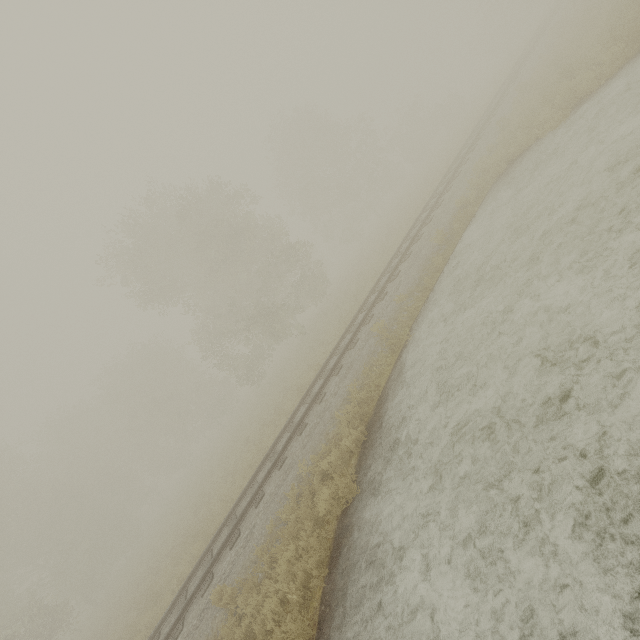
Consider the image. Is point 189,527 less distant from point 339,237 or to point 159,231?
point 159,231

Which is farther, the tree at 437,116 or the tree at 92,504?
the tree at 437,116

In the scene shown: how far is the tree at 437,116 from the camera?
35.3 meters

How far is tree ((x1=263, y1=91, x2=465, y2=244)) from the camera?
35.34m

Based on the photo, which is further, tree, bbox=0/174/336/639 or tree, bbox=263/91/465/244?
tree, bbox=263/91/465/244
